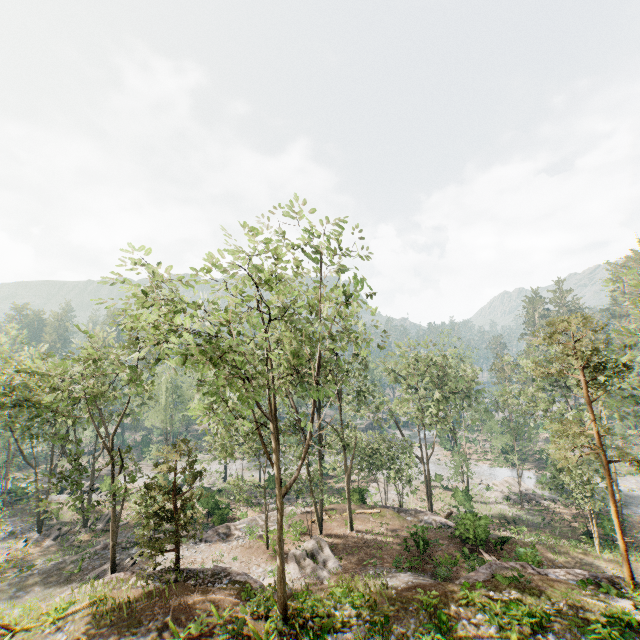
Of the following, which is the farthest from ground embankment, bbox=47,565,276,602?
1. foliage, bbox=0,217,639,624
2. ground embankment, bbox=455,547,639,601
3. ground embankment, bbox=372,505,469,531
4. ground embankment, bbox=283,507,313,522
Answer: ground embankment, bbox=372,505,469,531

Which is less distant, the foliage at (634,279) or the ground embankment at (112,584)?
the ground embankment at (112,584)

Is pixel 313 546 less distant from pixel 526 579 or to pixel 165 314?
pixel 526 579

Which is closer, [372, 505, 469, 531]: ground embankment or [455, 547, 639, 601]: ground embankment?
[455, 547, 639, 601]: ground embankment

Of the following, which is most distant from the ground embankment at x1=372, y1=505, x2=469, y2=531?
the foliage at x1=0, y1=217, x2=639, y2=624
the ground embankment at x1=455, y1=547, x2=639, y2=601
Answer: the ground embankment at x1=455, y1=547, x2=639, y2=601

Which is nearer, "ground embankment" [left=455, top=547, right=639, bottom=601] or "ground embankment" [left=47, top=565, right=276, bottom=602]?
"ground embankment" [left=455, top=547, right=639, bottom=601]

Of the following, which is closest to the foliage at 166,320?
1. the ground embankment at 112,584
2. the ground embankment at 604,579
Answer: the ground embankment at 112,584

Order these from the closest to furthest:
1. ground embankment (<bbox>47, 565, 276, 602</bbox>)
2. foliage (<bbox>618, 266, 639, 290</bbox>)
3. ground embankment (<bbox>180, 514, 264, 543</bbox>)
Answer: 1. ground embankment (<bbox>47, 565, 276, 602</bbox>)
2. foliage (<bbox>618, 266, 639, 290</bbox>)
3. ground embankment (<bbox>180, 514, 264, 543</bbox>)
